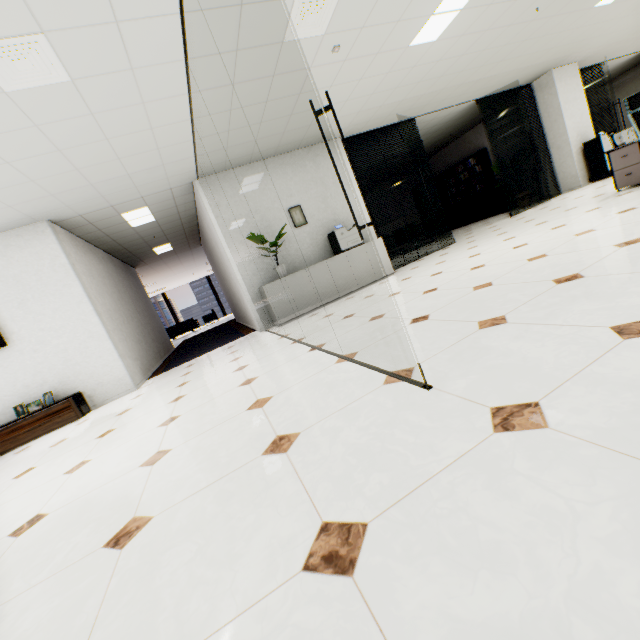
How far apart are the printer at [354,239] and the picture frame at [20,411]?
5.3m

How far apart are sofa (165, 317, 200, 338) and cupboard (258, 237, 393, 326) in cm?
1240

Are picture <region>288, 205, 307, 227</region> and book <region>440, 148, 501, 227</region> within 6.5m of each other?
no

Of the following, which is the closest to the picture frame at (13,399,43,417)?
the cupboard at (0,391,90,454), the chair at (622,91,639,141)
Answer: the cupboard at (0,391,90,454)

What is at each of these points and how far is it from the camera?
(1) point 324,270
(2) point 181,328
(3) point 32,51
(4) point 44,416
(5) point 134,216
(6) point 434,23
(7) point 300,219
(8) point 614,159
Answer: (1) cupboard, 6.05m
(2) sofa, 17.08m
(3) ceiling vent, 2.37m
(4) cupboard, 4.65m
(5) light, 6.28m
(6) light, 4.07m
(7) picture, 6.40m
(8) rolling cabinet, 4.99m

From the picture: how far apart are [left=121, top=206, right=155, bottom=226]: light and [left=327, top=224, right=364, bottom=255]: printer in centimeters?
349cm

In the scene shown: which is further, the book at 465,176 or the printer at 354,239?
the book at 465,176

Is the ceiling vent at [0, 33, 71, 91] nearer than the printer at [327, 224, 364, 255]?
Yes
